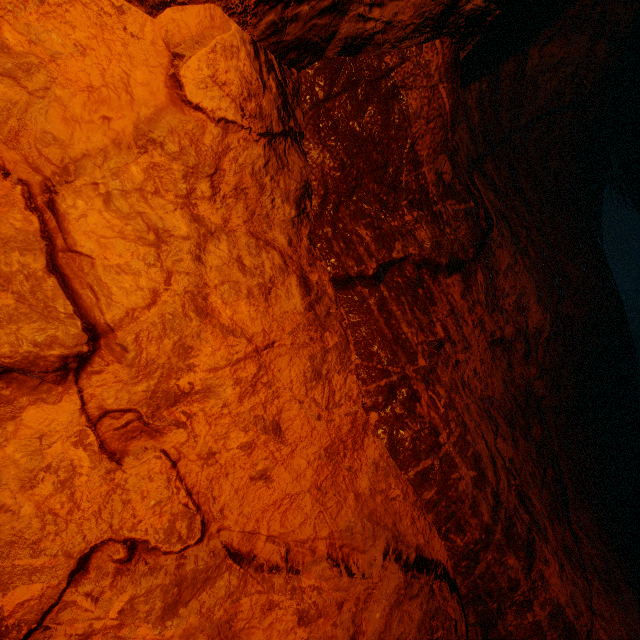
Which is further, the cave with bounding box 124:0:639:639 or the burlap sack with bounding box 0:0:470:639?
the cave with bounding box 124:0:639:639

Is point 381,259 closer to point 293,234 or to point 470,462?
point 293,234

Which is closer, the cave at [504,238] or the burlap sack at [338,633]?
the burlap sack at [338,633]
